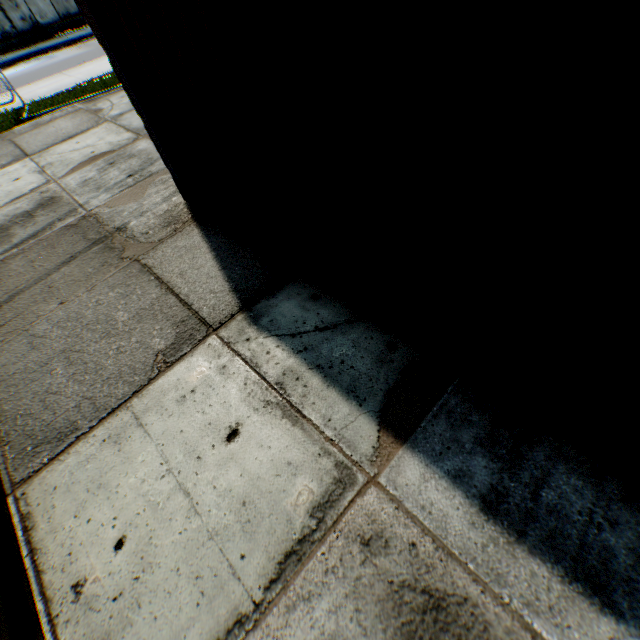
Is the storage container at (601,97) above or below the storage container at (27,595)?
above

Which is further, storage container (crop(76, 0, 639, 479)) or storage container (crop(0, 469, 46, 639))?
storage container (crop(0, 469, 46, 639))

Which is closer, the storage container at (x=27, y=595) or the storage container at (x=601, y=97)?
the storage container at (x=601, y=97)

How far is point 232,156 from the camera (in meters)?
3.22

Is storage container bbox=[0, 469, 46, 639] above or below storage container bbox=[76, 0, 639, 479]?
below
